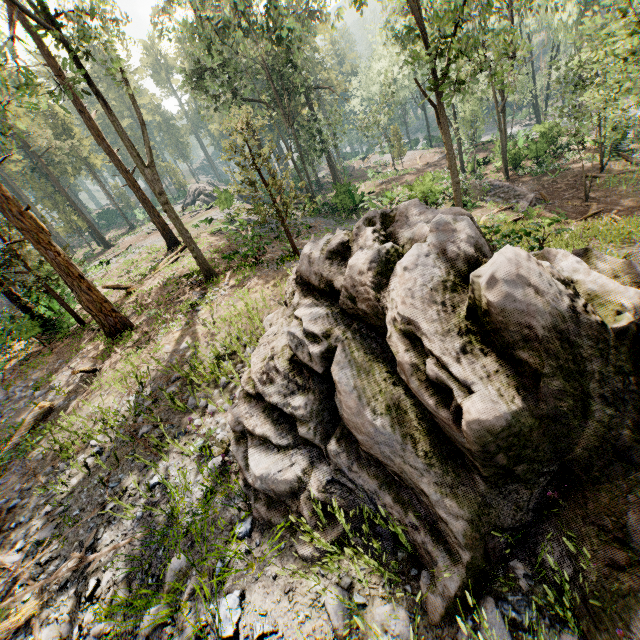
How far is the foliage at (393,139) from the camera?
37.9m

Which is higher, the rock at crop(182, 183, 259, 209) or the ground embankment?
the rock at crop(182, 183, 259, 209)

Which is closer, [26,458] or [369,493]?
[369,493]

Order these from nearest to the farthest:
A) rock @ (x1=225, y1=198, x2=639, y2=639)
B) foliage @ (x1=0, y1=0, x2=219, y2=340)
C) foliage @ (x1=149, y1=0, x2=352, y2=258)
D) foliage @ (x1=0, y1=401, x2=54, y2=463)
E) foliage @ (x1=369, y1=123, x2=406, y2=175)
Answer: rock @ (x1=225, y1=198, x2=639, y2=639)
foliage @ (x1=0, y1=401, x2=54, y2=463)
foliage @ (x1=0, y1=0, x2=219, y2=340)
foliage @ (x1=149, y1=0, x2=352, y2=258)
foliage @ (x1=369, y1=123, x2=406, y2=175)

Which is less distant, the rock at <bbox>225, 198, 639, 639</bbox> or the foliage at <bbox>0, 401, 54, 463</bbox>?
the rock at <bbox>225, 198, 639, 639</bbox>

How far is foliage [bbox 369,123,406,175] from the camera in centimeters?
3794cm

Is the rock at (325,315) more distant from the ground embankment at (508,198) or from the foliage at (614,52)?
the ground embankment at (508,198)

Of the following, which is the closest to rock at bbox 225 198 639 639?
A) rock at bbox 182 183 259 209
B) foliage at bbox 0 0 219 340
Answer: foliage at bbox 0 0 219 340
